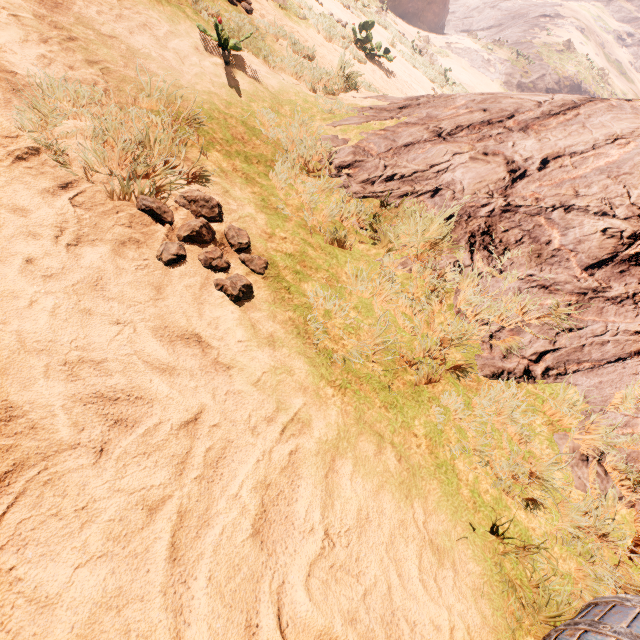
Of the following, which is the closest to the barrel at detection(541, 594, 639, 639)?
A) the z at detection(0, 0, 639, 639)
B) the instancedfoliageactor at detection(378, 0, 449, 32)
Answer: the z at detection(0, 0, 639, 639)

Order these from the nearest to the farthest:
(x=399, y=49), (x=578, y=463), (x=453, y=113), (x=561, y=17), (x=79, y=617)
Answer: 1. (x=79, y=617)
2. (x=578, y=463)
3. (x=453, y=113)
4. (x=399, y=49)
5. (x=561, y=17)

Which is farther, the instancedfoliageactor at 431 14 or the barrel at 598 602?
the instancedfoliageactor at 431 14

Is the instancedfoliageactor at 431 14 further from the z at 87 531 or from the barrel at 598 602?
the barrel at 598 602

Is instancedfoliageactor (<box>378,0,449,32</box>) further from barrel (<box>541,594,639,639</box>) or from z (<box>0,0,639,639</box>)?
barrel (<box>541,594,639,639</box>)

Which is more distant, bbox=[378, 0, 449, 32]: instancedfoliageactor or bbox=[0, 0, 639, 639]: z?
bbox=[378, 0, 449, 32]: instancedfoliageactor

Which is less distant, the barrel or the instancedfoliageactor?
the barrel
